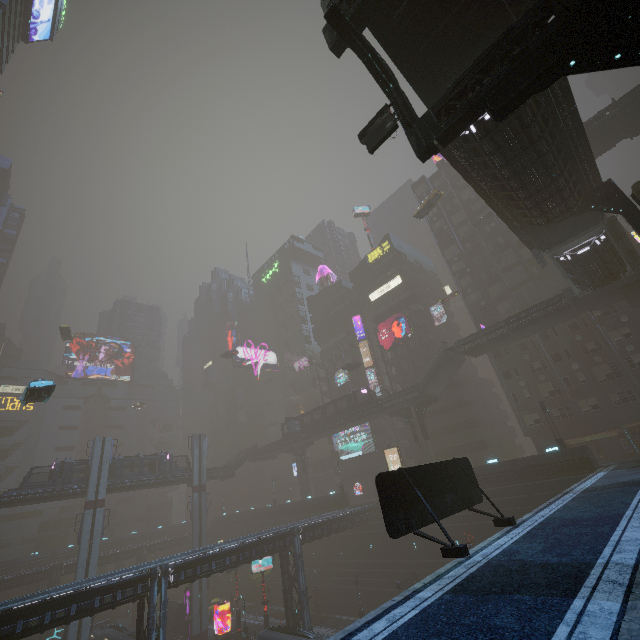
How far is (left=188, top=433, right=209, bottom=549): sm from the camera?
48.3 meters

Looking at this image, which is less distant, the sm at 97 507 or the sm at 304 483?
the sm at 97 507

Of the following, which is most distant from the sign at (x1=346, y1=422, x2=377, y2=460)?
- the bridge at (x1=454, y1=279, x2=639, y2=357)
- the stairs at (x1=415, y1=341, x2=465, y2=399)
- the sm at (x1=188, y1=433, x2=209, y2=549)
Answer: the bridge at (x1=454, y1=279, x2=639, y2=357)

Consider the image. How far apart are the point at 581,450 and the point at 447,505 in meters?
24.0 m

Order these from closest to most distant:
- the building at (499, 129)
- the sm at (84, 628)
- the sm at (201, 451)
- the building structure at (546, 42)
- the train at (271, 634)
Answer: the building structure at (546, 42), the building at (499, 129), the train at (271, 634), the sm at (84, 628), the sm at (201, 451)

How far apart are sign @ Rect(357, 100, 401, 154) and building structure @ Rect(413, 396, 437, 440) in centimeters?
3622cm

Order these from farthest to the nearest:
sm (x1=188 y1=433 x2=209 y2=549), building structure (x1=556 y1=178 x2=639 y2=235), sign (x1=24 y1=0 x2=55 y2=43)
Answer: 1. sm (x1=188 y1=433 x2=209 y2=549)
2. sign (x1=24 y1=0 x2=55 y2=43)
3. building structure (x1=556 y1=178 x2=639 y2=235)

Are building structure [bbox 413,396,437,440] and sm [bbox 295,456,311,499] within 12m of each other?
no
